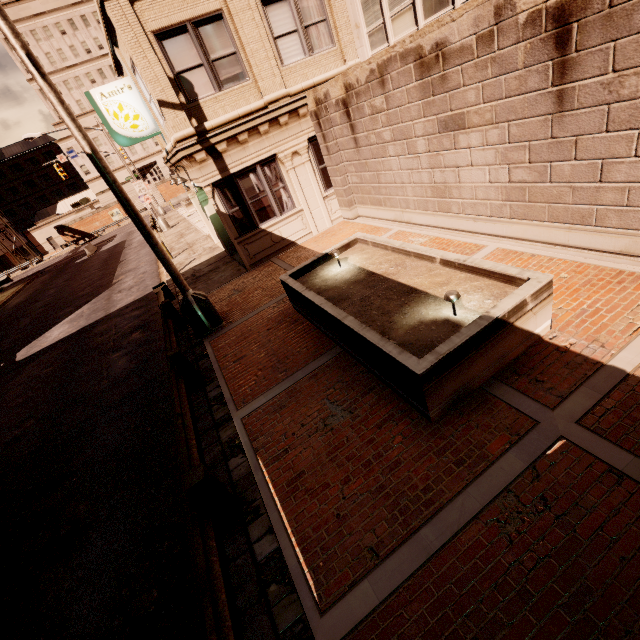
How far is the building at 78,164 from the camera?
58.6m

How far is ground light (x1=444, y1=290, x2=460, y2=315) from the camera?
4.6m

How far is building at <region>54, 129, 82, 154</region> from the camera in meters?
56.8 m

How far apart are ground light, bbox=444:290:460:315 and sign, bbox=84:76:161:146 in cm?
1270

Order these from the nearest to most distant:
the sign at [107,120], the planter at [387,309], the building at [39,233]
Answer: Answer:
1. the planter at [387,309]
2. the sign at [107,120]
3. the building at [39,233]

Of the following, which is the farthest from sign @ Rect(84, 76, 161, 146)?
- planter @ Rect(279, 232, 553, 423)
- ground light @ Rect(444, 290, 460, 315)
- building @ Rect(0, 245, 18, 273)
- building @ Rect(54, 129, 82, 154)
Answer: building @ Rect(0, 245, 18, 273)

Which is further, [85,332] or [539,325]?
[85,332]

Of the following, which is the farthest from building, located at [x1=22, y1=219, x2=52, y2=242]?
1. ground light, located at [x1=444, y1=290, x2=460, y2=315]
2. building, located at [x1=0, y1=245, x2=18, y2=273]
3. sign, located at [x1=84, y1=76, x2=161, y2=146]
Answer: ground light, located at [x1=444, y1=290, x2=460, y2=315]
